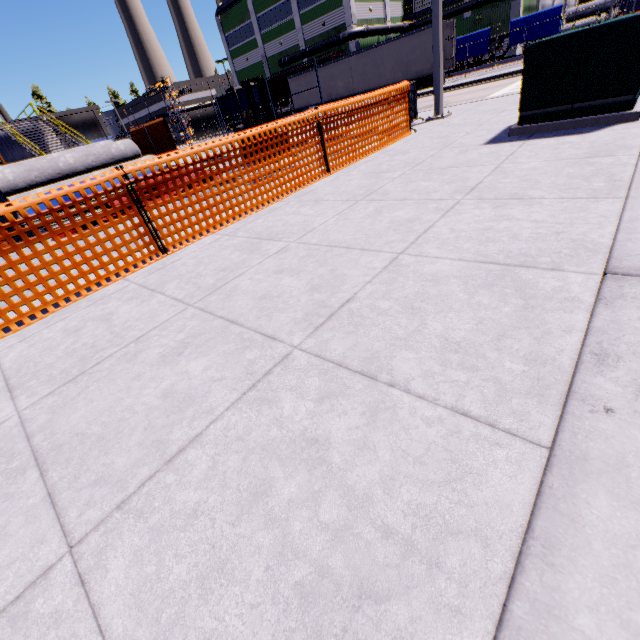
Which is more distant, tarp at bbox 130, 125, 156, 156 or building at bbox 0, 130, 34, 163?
building at bbox 0, 130, 34, 163

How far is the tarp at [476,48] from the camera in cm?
3153

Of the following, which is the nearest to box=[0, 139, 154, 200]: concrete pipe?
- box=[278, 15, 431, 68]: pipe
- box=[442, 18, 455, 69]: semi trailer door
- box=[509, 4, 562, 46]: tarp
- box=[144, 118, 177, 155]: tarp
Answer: box=[144, 118, 177, 155]: tarp

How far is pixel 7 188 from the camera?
11.05m

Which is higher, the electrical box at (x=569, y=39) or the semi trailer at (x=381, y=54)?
the semi trailer at (x=381, y=54)

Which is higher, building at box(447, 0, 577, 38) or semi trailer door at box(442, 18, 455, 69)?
building at box(447, 0, 577, 38)

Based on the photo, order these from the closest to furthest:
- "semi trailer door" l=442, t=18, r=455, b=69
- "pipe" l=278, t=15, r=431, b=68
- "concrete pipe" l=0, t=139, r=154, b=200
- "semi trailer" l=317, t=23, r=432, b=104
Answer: "concrete pipe" l=0, t=139, r=154, b=200 → "semi trailer door" l=442, t=18, r=455, b=69 → "semi trailer" l=317, t=23, r=432, b=104 → "pipe" l=278, t=15, r=431, b=68

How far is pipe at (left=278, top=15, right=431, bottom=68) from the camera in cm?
3844
